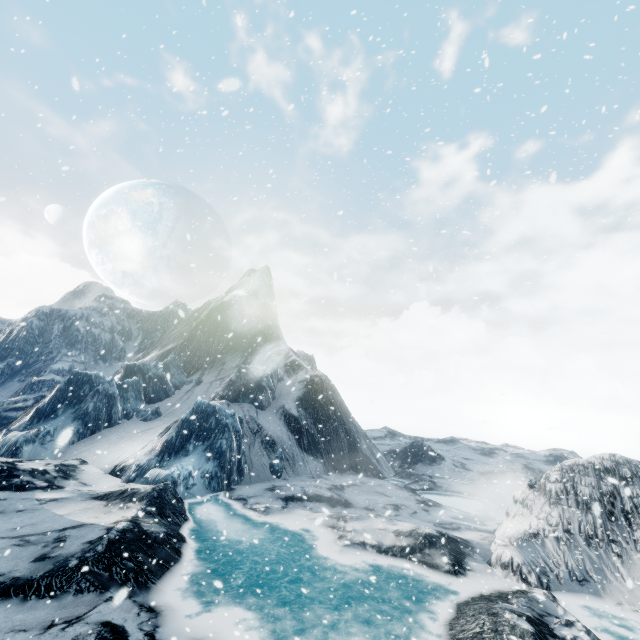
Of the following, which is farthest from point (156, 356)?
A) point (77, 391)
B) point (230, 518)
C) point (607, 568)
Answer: point (607, 568)
